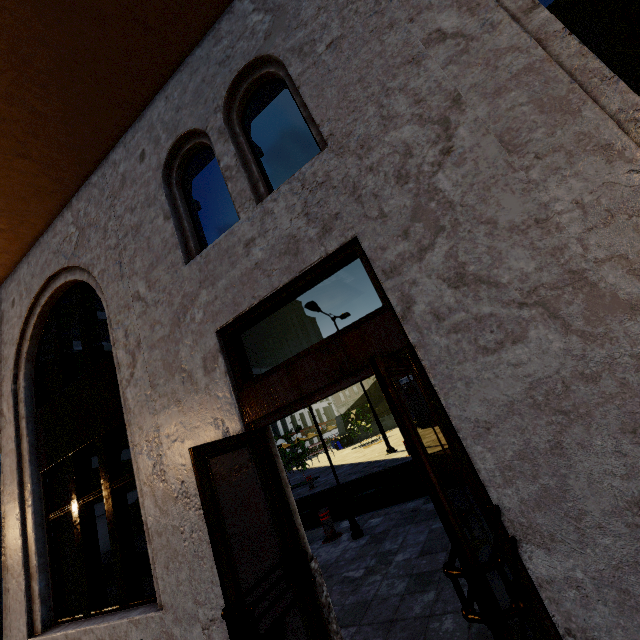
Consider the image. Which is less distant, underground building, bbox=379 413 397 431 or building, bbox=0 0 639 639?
building, bbox=0 0 639 639

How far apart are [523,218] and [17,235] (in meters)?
7.24

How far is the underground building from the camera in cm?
3159

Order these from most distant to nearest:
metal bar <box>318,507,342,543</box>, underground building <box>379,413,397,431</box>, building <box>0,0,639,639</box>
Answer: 1. underground building <box>379,413,397,431</box>
2. metal bar <box>318,507,342,543</box>
3. building <box>0,0,639,639</box>

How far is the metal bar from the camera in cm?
656

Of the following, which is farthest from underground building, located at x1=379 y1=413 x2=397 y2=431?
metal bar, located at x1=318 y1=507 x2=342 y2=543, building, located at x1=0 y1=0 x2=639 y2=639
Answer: building, located at x1=0 y1=0 x2=639 y2=639

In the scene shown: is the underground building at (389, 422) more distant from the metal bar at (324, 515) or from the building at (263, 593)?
→ the building at (263, 593)

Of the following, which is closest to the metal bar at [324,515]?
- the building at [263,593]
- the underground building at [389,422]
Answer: the building at [263,593]
